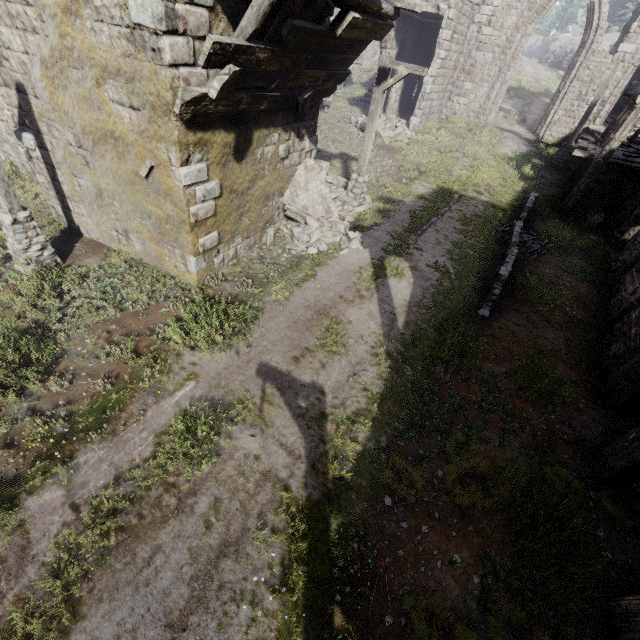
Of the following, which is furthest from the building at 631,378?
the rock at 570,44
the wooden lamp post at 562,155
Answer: the rock at 570,44

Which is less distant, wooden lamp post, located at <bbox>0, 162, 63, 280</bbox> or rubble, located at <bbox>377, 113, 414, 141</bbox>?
wooden lamp post, located at <bbox>0, 162, 63, 280</bbox>

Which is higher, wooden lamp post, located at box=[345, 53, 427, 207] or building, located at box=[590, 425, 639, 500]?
wooden lamp post, located at box=[345, 53, 427, 207]

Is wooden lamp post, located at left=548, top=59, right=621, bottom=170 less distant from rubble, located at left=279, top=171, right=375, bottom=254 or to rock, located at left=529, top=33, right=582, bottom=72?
rubble, located at left=279, top=171, right=375, bottom=254

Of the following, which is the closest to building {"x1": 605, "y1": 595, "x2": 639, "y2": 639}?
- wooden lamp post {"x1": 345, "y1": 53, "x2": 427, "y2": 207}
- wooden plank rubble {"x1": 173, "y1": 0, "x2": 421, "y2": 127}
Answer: wooden plank rubble {"x1": 173, "y1": 0, "x2": 421, "y2": 127}

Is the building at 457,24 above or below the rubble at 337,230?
above

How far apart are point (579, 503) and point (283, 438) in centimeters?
540cm

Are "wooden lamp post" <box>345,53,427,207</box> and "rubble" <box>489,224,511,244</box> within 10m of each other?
yes
